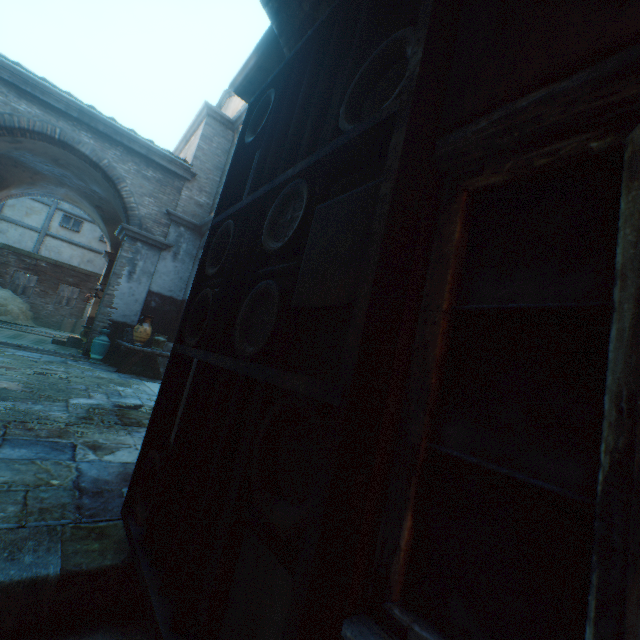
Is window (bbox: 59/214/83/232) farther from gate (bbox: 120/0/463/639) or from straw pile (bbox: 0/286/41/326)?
gate (bbox: 120/0/463/639)

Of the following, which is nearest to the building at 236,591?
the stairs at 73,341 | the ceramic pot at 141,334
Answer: the stairs at 73,341

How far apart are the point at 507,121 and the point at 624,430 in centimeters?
72cm

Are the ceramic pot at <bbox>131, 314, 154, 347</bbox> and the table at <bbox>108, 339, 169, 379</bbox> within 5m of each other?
yes

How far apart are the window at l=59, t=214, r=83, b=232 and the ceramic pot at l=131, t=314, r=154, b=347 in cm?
1586

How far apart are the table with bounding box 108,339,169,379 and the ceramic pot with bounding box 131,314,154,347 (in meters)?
0.03

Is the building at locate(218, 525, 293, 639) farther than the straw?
No

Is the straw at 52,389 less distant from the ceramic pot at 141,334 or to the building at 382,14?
the building at 382,14
